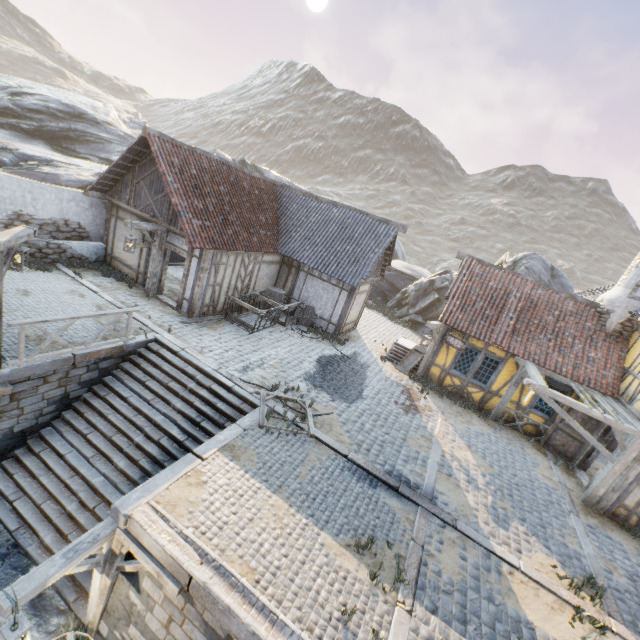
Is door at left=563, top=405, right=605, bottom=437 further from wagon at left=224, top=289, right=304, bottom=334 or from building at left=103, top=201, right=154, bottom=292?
wagon at left=224, top=289, right=304, bottom=334

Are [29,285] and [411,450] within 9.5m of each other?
no

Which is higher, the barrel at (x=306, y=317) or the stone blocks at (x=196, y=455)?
the barrel at (x=306, y=317)

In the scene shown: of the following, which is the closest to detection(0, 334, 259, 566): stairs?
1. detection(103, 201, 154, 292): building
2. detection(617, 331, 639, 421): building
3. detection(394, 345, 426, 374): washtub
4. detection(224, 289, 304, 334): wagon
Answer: detection(103, 201, 154, 292): building

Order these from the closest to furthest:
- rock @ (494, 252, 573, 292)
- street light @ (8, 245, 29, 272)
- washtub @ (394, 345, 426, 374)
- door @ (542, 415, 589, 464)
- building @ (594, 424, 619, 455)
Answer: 1. street light @ (8, 245, 29, 272)
2. building @ (594, 424, 619, 455)
3. door @ (542, 415, 589, 464)
4. washtub @ (394, 345, 426, 374)
5. rock @ (494, 252, 573, 292)

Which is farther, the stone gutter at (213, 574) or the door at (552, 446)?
the door at (552, 446)

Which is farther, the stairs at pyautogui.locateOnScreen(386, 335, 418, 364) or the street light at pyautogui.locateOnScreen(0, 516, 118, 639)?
the stairs at pyautogui.locateOnScreen(386, 335, 418, 364)

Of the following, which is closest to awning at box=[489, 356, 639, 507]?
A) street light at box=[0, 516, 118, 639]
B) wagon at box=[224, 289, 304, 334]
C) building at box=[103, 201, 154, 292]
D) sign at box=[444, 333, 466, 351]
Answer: sign at box=[444, 333, 466, 351]
